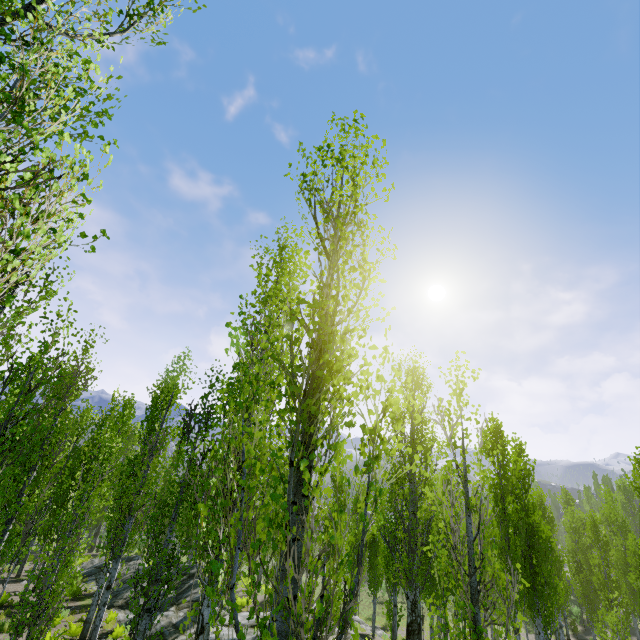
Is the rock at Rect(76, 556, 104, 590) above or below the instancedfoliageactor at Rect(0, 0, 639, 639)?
below

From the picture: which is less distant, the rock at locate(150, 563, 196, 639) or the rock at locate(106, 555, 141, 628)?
the rock at locate(150, 563, 196, 639)

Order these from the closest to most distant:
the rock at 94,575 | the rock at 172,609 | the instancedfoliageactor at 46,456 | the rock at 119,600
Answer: the instancedfoliageactor at 46,456
the rock at 172,609
the rock at 119,600
the rock at 94,575

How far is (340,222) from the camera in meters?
4.3

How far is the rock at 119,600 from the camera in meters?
16.1 m

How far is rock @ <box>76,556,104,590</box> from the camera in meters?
22.2 m

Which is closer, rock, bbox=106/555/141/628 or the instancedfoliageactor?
the instancedfoliageactor

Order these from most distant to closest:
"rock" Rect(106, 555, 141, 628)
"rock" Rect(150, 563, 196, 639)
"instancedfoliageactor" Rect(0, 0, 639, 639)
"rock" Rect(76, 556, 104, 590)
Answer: "rock" Rect(76, 556, 104, 590) < "rock" Rect(106, 555, 141, 628) < "rock" Rect(150, 563, 196, 639) < "instancedfoliageactor" Rect(0, 0, 639, 639)
